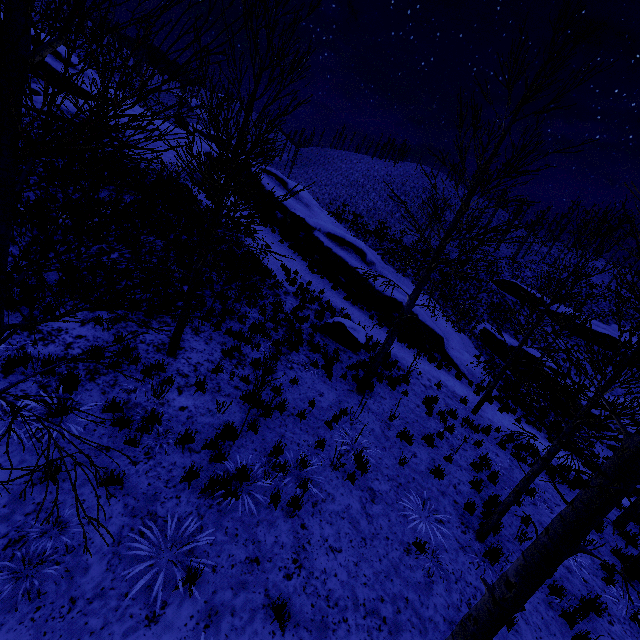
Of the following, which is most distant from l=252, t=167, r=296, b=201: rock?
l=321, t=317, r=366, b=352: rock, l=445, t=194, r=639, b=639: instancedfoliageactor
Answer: l=445, t=194, r=639, b=639: instancedfoliageactor

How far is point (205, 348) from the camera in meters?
8.7

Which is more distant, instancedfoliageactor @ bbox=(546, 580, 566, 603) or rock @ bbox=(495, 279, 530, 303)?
rock @ bbox=(495, 279, 530, 303)

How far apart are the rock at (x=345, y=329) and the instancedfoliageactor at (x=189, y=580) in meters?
8.7 m

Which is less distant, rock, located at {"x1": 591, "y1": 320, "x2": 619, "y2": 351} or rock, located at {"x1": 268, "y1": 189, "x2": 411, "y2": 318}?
rock, located at {"x1": 268, "y1": 189, "x2": 411, "y2": 318}

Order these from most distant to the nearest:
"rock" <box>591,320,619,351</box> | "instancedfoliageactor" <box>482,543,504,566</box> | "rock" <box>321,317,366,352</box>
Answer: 1. "rock" <box>591,320,619,351</box>
2. "rock" <box>321,317,366,352</box>
3. "instancedfoliageactor" <box>482,543,504,566</box>

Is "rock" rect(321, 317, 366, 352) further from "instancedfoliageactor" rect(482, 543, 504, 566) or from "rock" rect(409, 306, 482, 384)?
"instancedfoliageactor" rect(482, 543, 504, 566)

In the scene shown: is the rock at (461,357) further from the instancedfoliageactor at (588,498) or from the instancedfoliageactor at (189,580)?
the instancedfoliageactor at (189,580)
